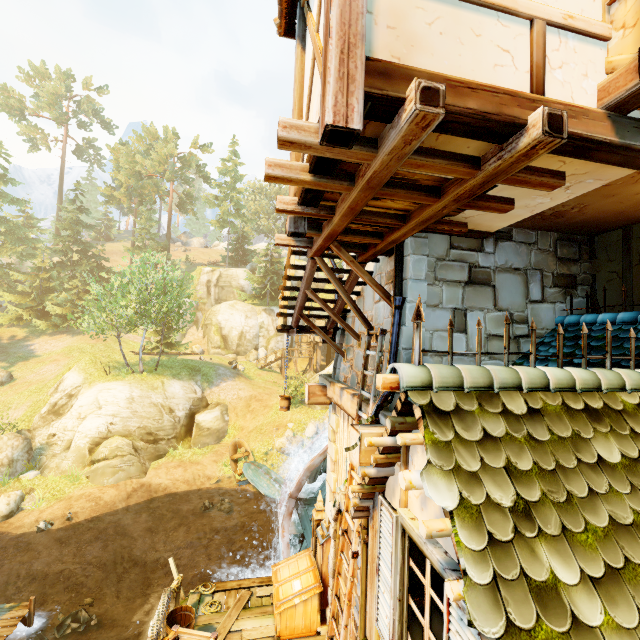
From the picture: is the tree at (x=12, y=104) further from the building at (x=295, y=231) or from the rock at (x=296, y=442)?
the rock at (x=296, y=442)

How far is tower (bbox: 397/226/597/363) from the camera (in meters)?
4.84

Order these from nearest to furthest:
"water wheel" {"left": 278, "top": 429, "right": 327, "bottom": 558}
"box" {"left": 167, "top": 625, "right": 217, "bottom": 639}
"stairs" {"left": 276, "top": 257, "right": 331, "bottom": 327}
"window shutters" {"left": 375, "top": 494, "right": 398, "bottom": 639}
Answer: "window shutters" {"left": 375, "top": 494, "right": 398, "bottom": 639}, "box" {"left": 167, "top": 625, "right": 217, "bottom": 639}, "stairs" {"left": 276, "top": 257, "right": 331, "bottom": 327}, "water wheel" {"left": 278, "top": 429, "right": 327, "bottom": 558}

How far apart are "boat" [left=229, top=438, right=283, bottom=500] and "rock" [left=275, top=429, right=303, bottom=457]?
1.5 meters

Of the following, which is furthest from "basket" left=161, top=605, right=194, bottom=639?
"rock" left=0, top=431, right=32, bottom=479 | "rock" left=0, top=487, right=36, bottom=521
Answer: "rock" left=0, top=431, right=32, bottom=479

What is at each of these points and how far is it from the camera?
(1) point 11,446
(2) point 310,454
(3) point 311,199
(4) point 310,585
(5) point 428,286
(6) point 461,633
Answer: (1) rock, 18.0 meters
(2) water wheel, 10.9 meters
(3) building, 3.7 meters
(4) box, 7.5 meters
(5) tower, 5.0 meters
(6) window shutters, 1.8 meters

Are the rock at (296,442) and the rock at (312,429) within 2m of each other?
yes
